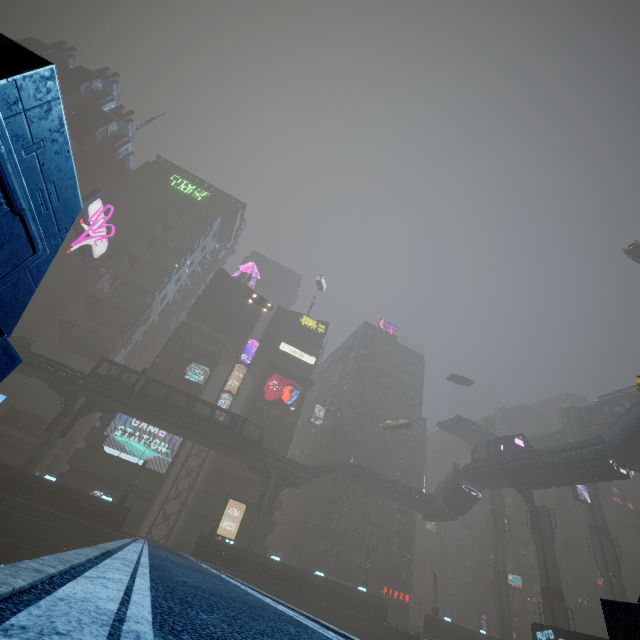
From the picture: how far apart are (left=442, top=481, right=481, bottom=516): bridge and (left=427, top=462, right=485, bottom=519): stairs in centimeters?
0cm

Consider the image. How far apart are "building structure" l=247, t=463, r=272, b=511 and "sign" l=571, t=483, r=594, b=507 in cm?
3965

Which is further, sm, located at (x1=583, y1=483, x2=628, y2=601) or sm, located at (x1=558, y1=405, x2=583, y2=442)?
sm, located at (x1=558, y1=405, x2=583, y2=442)

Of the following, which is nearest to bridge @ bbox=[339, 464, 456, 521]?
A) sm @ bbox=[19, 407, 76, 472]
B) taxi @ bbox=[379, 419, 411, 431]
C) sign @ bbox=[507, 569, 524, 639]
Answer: taxi @ bbox=[379, 419, 411, 431]

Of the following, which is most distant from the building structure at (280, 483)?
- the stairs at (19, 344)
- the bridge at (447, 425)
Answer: the stairs at (19, 344)

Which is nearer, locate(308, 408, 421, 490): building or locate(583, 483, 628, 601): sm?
locate(583, 483, 628, 601): sm

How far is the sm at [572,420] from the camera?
49.0m

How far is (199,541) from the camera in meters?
34.2 m
